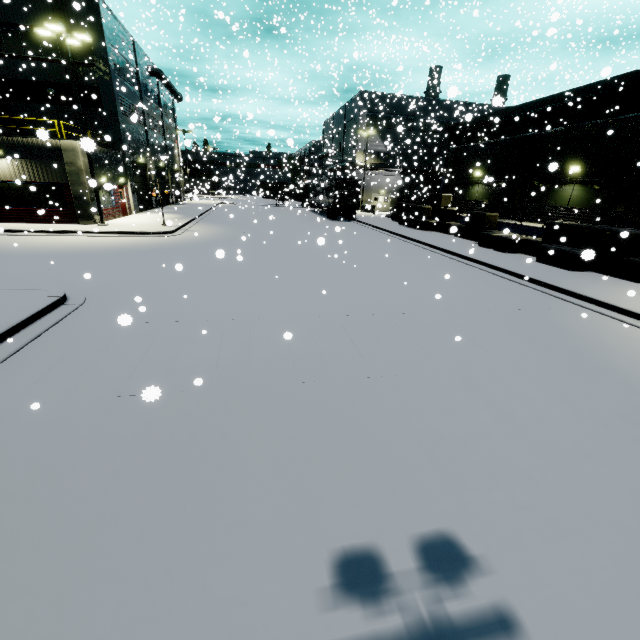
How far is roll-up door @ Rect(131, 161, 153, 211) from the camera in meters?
30.4 m

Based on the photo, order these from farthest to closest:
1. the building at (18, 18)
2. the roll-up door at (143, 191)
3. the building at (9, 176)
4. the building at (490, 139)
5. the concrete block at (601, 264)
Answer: the roll-up door at (143, 191) → the building at (18, 18) → the building at (9, 176) → the building at (490, 139) → the concrete block at (601, 264)

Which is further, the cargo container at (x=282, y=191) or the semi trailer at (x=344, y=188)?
the cargo container at (x=282, y=191)

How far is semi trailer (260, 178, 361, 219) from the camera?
31.9 meters

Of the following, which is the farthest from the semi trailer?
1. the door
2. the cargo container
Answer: the door

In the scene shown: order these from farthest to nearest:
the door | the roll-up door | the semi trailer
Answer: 1. the door
2. the semi trailer
3. the roll-up door

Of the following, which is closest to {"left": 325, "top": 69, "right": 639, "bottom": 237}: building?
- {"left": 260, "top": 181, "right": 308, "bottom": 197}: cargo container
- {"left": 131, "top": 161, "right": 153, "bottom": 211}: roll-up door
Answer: {"left": 131, "top": 161, "right": 153, "bottom": 211}: roll-up door

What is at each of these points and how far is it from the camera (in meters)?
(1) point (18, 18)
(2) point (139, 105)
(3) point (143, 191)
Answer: (1) building, 22.59
(2) building, 12.46
(3) roll-up door, 32.66
